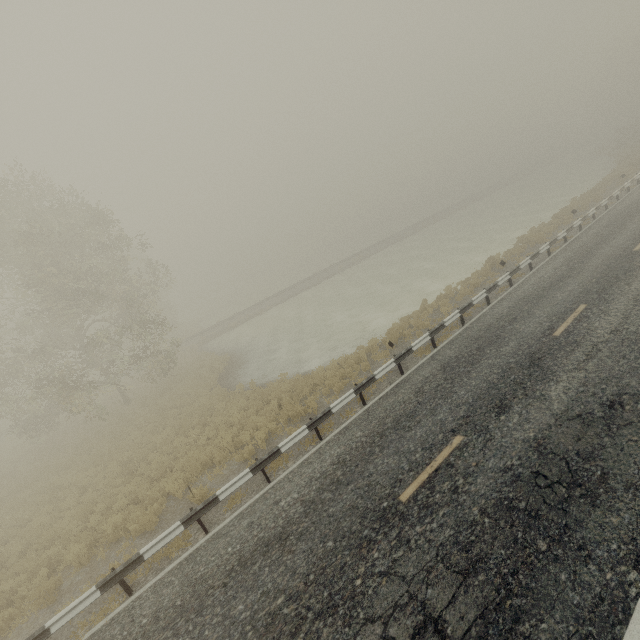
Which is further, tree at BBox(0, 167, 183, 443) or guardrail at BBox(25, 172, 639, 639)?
tree at BBox(0, 167, 183, 443)

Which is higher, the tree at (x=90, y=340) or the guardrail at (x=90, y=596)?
the tree at (x=90, y=340)

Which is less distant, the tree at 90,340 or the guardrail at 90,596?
the guardrail at 90,596

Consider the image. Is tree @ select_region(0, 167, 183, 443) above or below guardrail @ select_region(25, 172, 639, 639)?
above

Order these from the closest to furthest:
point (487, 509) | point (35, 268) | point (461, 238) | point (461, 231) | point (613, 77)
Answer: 1. point (487, 509)
2. point (35, 268)
3. point (461, 238)
4. point (461, 231)
5. point (613, 77)
